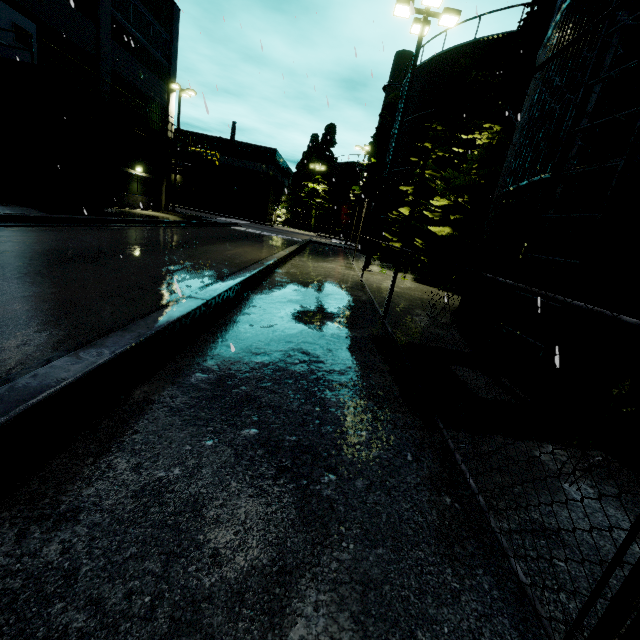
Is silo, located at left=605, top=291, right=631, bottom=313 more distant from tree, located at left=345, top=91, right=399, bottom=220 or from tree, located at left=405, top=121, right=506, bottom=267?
tree, located at left=345, top=91, right=399, bottom=220

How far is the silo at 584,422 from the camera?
3.5 meters

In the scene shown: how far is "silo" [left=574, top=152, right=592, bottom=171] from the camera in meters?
4.1 m

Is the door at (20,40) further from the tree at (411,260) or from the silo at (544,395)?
the tree at (411,260)

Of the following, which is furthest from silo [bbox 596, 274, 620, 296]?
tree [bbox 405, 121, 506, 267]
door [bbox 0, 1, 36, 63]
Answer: door [bbox 0, 1, 36, 63]

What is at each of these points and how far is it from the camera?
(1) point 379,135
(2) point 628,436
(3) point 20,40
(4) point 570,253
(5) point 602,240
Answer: (1) tree, 31.20m
(2) silo, 3.18m
(3) door, 13.93m
(4) silo, 4.11m
(5) silo, 3.40m

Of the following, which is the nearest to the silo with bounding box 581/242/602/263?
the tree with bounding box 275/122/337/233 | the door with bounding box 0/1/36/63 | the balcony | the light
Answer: the light

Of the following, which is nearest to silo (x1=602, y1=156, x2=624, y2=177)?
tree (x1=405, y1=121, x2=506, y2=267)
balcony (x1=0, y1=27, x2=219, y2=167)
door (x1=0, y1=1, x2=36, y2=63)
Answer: tree (x1=405, y1=121, x2=506, y2=267)
